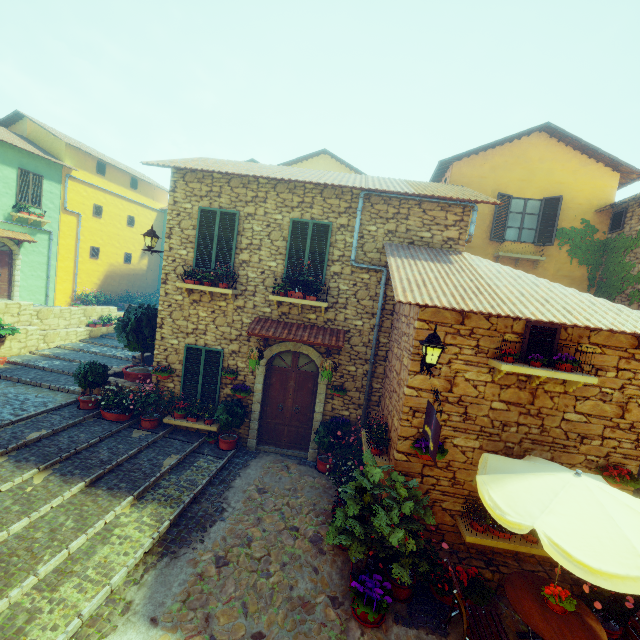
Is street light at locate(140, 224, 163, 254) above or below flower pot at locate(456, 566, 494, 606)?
above

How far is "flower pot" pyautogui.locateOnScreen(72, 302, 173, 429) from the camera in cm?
870

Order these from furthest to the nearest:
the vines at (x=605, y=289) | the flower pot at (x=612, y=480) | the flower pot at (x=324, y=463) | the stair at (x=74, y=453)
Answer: the vines at (x=605, y=289)
the flower pot at (x=324, y=463)
the flower pot at (x=612, y=480)
the stair at (x=74, y=453)

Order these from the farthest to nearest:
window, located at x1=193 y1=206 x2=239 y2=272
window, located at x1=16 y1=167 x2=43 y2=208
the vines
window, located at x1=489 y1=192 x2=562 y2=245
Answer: window, located at x1=16 y1=167 x2=43 y2=208 → window, located at x1=489 y1=192 x2=562 y2=245 → the vines → window, located at x1=193 y1=206 x2=239 y2=272

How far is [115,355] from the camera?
12.8 meters

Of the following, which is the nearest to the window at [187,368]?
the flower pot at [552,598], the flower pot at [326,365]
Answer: the flower pot at [326,365]

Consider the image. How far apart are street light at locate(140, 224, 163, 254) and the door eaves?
3.03m

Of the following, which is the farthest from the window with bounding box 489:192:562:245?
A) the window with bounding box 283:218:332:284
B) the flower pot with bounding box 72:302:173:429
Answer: the flower pot with bounding box 72:302:173:429
